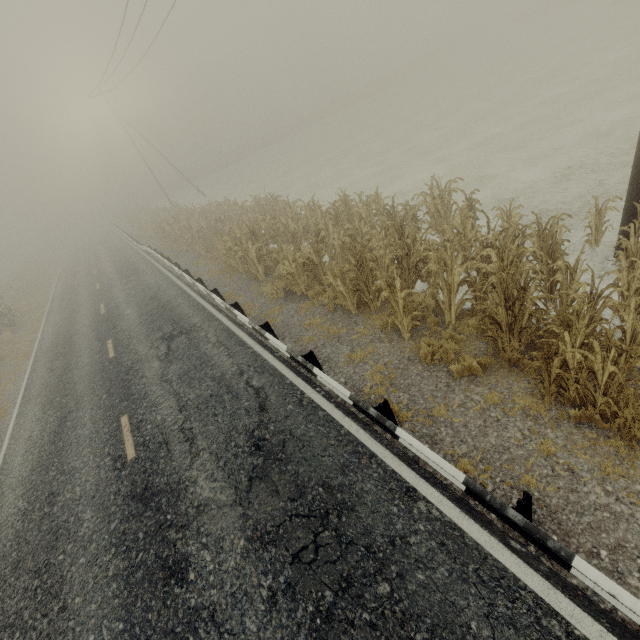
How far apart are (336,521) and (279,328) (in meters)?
5.60

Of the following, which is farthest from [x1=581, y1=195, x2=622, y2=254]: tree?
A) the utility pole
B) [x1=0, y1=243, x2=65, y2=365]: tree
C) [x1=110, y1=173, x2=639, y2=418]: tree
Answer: [x1=0, y1=243, x2=65, y2=365]: tree

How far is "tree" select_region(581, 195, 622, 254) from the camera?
6.7 meters

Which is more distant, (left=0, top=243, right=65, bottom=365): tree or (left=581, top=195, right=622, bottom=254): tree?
(left=0, top=243, right=65, bottom=365): tree

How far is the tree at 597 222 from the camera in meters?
6.7 m

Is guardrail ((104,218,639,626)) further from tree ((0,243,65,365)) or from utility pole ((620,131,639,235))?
tree ((0,243,65,365))

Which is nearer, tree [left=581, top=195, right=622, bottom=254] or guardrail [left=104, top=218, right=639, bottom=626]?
guardrail [left=104, top=218, right=639, bottom=626]

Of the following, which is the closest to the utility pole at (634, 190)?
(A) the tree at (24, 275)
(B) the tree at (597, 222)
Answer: (B) the tree at (597, 222)
